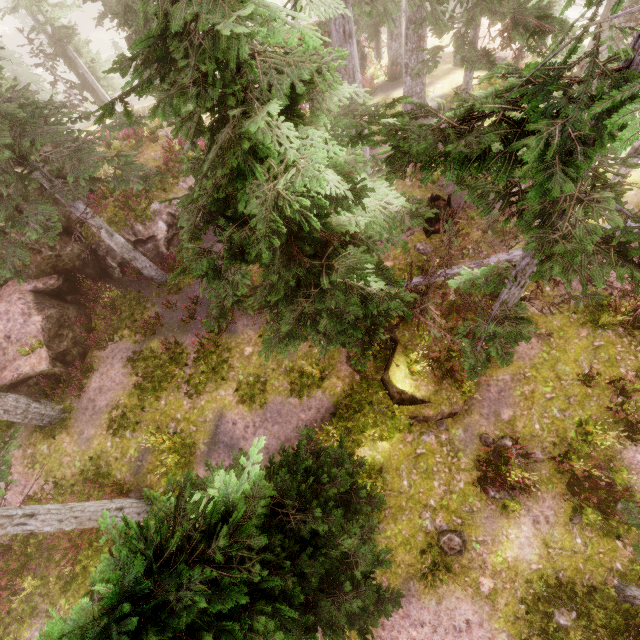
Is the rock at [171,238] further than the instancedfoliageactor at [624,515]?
Yes

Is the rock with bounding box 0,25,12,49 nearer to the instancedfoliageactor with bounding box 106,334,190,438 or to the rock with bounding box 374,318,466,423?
the instancedfoliageactor with bounding box 106,334,190,438

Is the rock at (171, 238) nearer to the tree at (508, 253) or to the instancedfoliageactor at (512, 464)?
the instancedfoliageactor at (512, 464)

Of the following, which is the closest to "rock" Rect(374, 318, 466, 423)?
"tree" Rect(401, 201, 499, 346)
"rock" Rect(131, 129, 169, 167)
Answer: "tree" Rect(401, 201, 499, 346)

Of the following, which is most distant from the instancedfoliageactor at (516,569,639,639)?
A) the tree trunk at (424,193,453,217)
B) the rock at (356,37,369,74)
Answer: the tree trunk at (424,193,453,217)

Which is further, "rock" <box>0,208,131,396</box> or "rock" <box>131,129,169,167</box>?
"rock" <box>131,129,169,167</box>

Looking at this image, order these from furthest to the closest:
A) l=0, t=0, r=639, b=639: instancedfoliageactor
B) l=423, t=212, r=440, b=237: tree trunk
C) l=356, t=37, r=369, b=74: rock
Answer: l=356, t=37, r=369, b=74: rock → l=423, t=212, r=440, b=237: tree trunk → l=0, t=0, r=639, b=639: instancedfoliageactor

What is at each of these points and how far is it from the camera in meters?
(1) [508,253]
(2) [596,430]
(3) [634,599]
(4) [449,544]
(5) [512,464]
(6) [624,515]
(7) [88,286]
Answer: (1) tree, 10.7 m
(2) instancedfoliageactor, 9.5 m
(3) instancedfoliageactor, 7.7 m
(4) instancedfoliageactor, 9.9 m
(5) instancedfoliageactor, 10.0 m
(6) instancedfoliageactor, 9.1 m
(7) instancedfoliageactor, 15.6 m
